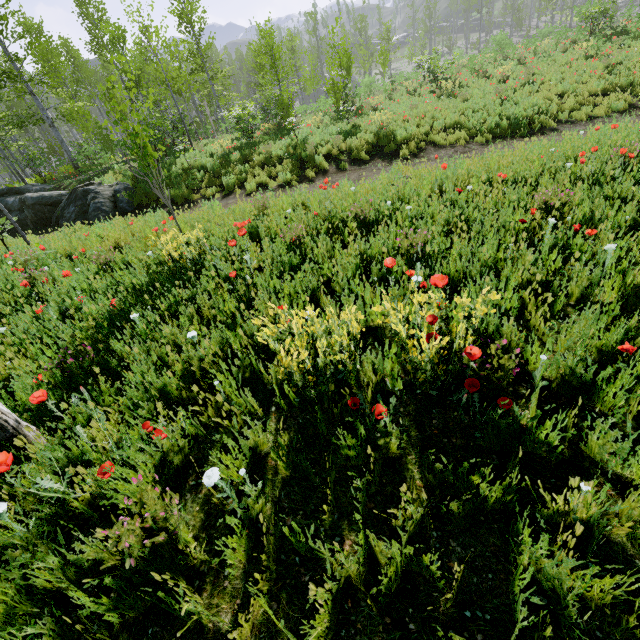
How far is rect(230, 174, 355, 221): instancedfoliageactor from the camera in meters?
5.8

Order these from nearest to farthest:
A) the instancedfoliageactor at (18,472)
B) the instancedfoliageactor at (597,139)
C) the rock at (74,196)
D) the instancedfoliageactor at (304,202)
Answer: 1. the instancedfoliageactor at (18,472)
2. the instancedfoliageactor at (597,139)
3. the instancedfoliageactor at (304,202)
4. the rock at (74,196)

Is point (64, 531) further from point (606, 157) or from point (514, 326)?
point (606, 157)

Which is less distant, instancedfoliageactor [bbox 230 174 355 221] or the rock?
instancedfoliageactor [bbox 230 174 355 221]

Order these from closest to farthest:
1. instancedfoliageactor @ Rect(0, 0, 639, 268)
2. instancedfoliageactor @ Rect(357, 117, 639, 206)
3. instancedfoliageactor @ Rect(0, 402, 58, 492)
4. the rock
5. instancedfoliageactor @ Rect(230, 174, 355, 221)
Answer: instancedfoliageactor @ Rect(0, 402, 58, 492) → instancedfoliageactor @ Rect(357, 117, 639, 206) → instancedfoliageactor @ Rect(230, 174, 355, 221) → instancedfoliageactor @ Rect(0, 0, 639, 268) → the rock

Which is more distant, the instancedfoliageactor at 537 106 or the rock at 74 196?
the rock at 74 196

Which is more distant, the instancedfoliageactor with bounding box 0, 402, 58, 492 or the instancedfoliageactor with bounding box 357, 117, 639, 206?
the instancedfoliageactor with bounding box 357, 117, 639, 206
